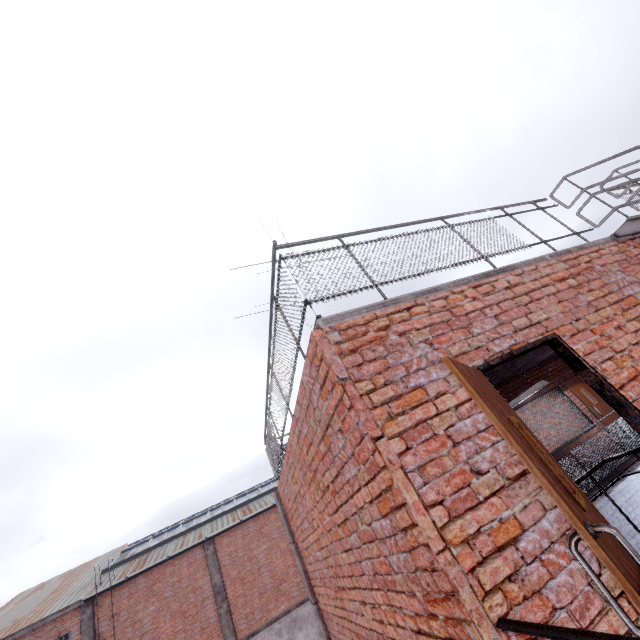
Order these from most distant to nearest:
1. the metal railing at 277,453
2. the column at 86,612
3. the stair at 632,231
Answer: the column at 86,612 → the stair at 632,231 → the metal railing at 277,453

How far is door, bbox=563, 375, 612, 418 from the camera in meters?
9.5

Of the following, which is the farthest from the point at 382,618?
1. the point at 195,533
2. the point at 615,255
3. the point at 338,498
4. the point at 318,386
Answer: the point at 195,533

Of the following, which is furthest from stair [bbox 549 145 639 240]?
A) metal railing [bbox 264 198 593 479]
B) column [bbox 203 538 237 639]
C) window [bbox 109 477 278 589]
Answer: column [bbox 203 538 237 639]

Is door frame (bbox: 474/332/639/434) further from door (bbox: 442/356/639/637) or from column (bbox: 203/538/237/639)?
column (bbox: 203/538/237/639)

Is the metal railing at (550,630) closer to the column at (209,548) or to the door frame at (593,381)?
the door frame at (593,381)

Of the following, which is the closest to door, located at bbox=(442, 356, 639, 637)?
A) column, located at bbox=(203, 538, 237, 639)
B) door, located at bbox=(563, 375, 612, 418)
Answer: door, located at bbox=(563, 375, 612, 418)

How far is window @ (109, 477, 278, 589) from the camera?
17.3 meters
